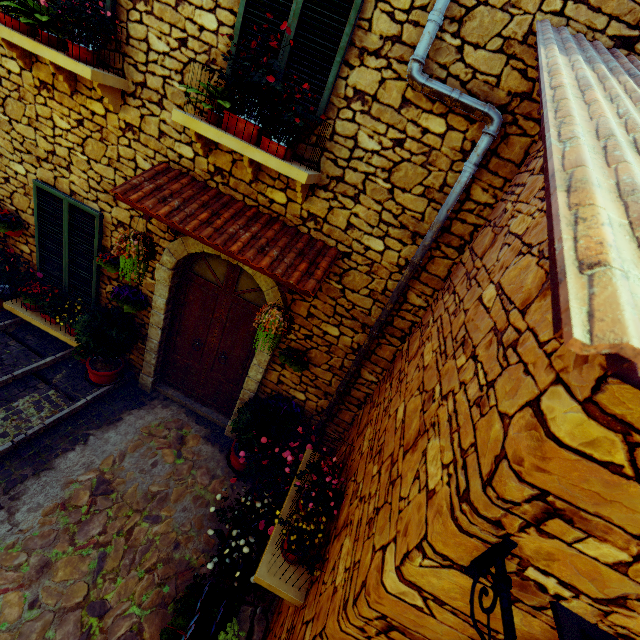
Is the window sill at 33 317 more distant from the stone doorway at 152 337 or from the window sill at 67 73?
the window sill at 67 73

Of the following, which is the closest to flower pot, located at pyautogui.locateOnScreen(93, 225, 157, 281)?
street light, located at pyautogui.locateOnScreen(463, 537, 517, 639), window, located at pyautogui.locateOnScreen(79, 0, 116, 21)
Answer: window, located at pyautogui.locateOnScreen(79, 0, 116, 21)

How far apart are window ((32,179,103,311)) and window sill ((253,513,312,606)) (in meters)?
4.01

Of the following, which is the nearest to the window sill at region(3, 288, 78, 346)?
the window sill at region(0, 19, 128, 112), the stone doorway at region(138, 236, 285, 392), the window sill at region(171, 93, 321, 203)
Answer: the stone doorway at region(138, 236, 285, 392)

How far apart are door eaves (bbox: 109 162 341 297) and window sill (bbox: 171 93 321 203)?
0.3m

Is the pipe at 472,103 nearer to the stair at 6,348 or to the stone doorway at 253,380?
the stone doorway at 253,380

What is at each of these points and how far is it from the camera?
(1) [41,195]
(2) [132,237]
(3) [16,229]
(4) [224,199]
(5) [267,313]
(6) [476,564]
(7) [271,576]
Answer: (1) window, 4.5m
(2) flower pot, 3.8m
(3) flower pot, 4.8m
(4) door eaves, 3.8m
(5) flower pot, 3.6m
(6) street light, 1.4m
(7) window sill, 2.9m

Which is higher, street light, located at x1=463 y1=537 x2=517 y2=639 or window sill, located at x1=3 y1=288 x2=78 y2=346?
street light, located at x1=463 y1=537 x2=517 y2=639
